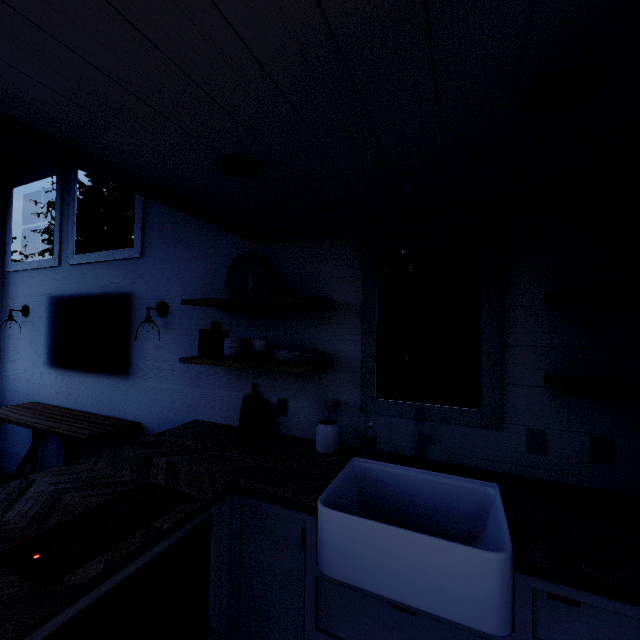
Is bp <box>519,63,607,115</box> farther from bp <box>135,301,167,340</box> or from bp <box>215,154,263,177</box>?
bp <box>135,301,167,340</box>

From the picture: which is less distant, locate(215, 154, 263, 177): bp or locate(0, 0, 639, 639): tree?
locate(0, 0, 639, 639): tree

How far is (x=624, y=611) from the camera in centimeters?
102cm

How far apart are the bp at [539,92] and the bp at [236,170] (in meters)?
1.00

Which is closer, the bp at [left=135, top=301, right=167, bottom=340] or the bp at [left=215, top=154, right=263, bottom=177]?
the bp at [left=215, top=154, right=263, bottom=177]

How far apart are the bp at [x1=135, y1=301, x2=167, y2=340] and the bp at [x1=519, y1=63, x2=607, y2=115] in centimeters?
284cm

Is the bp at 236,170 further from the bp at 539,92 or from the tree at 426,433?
the bp at 539,92
